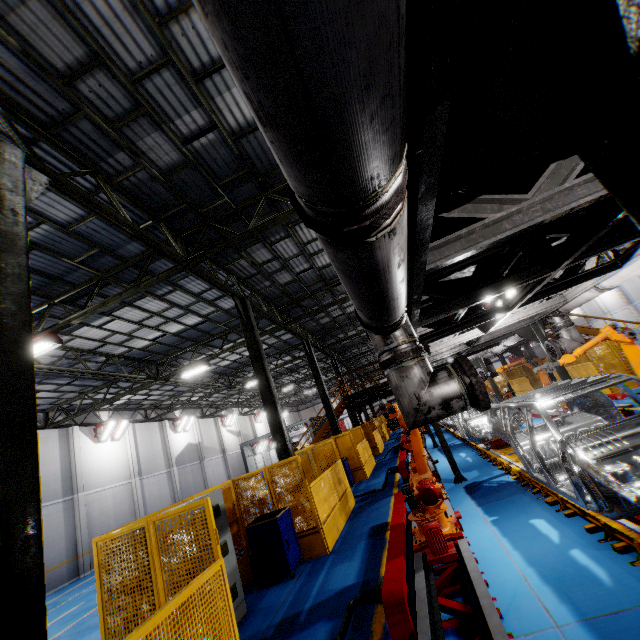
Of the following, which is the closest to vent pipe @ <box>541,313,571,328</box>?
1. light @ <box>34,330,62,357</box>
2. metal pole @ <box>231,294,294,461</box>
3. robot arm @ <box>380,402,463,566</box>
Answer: robot arm @ <box>380,402,463,566</box>

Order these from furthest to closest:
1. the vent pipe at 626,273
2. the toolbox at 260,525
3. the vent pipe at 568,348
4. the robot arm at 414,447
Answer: the vent pipe at 568,348 → the toolbox at 260,525 → the vent pipe at 626,273 → the robot arm at 414,447

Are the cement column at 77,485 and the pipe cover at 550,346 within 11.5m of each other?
no

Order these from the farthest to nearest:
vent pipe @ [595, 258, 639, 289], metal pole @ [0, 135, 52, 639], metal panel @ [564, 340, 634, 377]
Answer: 1. metal panel @ [564, 340, 634, 377]
2. vent pipe @ [595, 258, 639, 289]
3. metal pole @ [0, 135, 52, 639]

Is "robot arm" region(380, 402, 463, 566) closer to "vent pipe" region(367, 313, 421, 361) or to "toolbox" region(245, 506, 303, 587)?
"vent pipe" region(367, 313, 421, 361)

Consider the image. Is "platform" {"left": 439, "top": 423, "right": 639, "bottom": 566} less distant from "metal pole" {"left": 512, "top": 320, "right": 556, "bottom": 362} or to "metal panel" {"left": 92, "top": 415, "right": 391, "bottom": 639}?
"metal pole" {"left": 512, "top": 320, "right": 556, "bottom": 362}

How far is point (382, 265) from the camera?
1.8 meters

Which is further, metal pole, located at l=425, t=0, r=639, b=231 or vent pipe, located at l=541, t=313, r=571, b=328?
vent pipe, located at l=541, t=313, r=571, b=328
